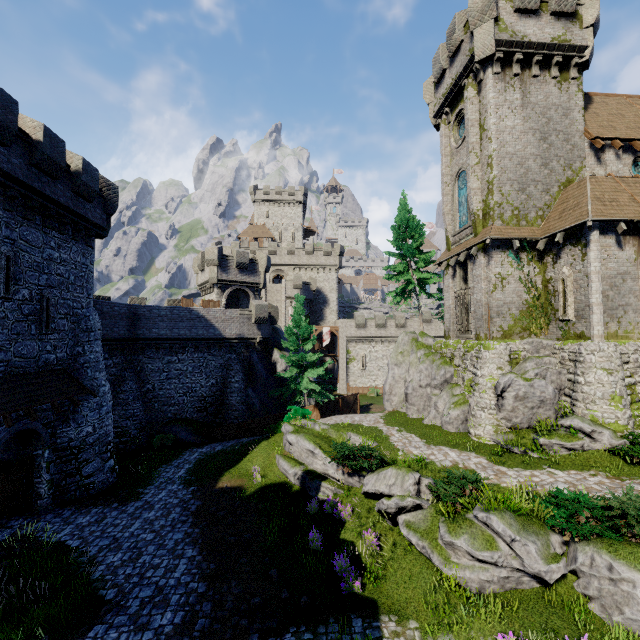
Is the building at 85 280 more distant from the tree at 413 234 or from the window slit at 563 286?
the window slit at 563 286

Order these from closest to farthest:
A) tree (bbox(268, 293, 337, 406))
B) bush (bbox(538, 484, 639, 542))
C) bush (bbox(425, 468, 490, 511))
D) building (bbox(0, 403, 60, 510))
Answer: bush (bbox(538, 484, 639, 542))
bush (bbox(425, 468, 490, 511))
building (bbox(0, 403, 60, 510))
tree (bbox(268, 293, 337, 406))

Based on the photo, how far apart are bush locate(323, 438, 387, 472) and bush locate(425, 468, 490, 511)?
2.3 meters

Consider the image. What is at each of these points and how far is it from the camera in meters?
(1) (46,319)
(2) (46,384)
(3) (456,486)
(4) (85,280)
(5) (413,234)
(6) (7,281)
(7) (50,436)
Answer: (1) window slit, 14.9
(2) awning, 14.2
(3) bush, 11.6
(4) building, 17.7
(5) tree, 28.8
(6) window slit, 12.8
(7) building, 15.2

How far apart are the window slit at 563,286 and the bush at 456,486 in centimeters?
972cm

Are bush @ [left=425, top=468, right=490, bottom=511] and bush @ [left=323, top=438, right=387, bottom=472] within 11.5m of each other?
yes

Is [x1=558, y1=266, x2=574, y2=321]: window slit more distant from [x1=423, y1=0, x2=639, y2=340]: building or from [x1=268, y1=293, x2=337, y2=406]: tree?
[x1=268, y1=293, x2=337, y2=406]: tree

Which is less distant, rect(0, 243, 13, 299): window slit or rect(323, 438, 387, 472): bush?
rect(0, 243, 13, 299): window slit
